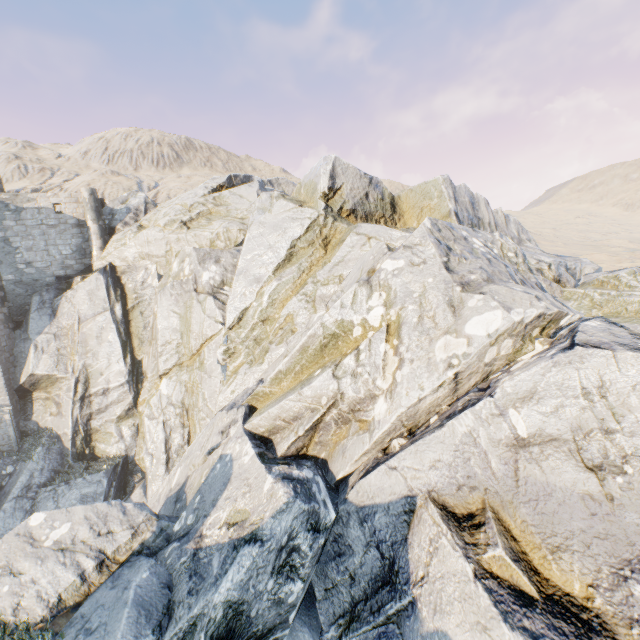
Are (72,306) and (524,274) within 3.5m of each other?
no

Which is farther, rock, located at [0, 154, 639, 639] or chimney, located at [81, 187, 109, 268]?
chimney, located at [81, 187, 109, 268]

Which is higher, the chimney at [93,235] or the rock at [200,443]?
the chimney at [93,235]

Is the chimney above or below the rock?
above

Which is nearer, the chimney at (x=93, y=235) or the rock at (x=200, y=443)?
the rock at (x=200, y=443)

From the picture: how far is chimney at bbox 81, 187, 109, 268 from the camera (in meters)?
23.97
